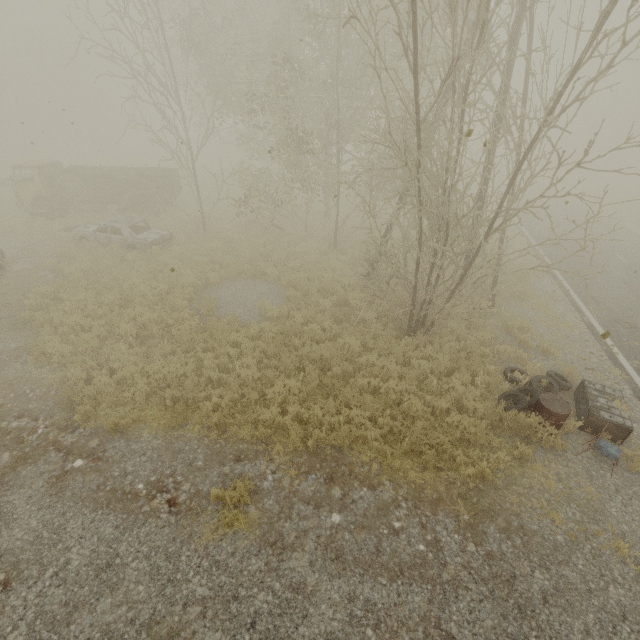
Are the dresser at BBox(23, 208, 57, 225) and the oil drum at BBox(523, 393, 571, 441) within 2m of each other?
no

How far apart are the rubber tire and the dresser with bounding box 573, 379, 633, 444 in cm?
16

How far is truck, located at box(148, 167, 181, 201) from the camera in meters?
18.1 m

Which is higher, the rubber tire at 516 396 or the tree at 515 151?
the tree at 515 151

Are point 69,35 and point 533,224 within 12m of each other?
no

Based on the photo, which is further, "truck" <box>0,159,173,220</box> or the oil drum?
"truck" <box>0,159,173,220</box>

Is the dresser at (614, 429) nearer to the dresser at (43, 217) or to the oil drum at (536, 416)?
the oil drum at (536, 416)

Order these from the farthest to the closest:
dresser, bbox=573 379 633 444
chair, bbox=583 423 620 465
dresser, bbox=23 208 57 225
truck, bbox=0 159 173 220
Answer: truck, bbox=0 159 173 220 < dresser, bbox=23 208 57 225 < dresser, bbox=573 379 633 444 < chair, bbox=583 423 620 465
